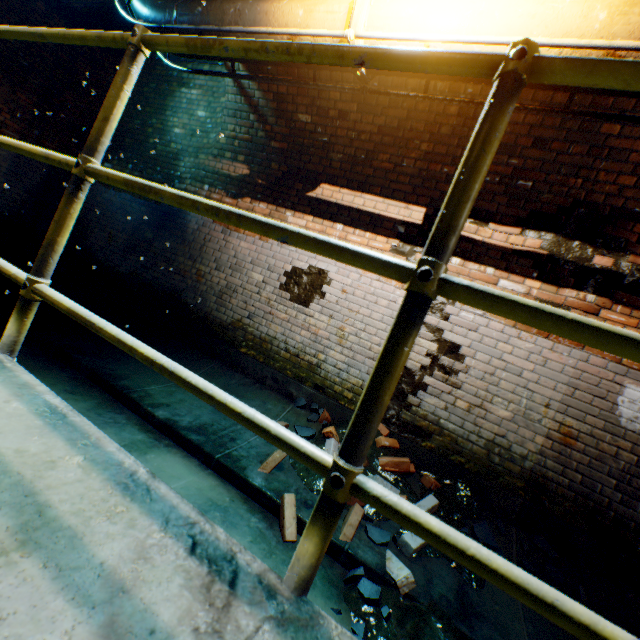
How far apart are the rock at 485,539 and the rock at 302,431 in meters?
1.7

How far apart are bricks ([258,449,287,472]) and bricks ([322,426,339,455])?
0.41m

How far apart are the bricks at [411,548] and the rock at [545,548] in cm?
96

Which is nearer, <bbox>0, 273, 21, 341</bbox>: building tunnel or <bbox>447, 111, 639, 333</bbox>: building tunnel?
<bbox>447, 111, 639, 333</bbox>: building tunnel

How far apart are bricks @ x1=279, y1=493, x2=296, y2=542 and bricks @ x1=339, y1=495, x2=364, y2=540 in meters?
0.3

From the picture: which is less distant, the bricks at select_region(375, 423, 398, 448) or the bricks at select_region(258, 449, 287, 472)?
the bricks at select_region(258, 449, 287, 472)

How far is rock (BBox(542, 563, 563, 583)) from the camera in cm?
262

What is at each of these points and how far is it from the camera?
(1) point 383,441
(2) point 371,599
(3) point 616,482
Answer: (1) bricks, 3.4m
(2) rock, 1.9m
(3) building tunnel, 3.0m
